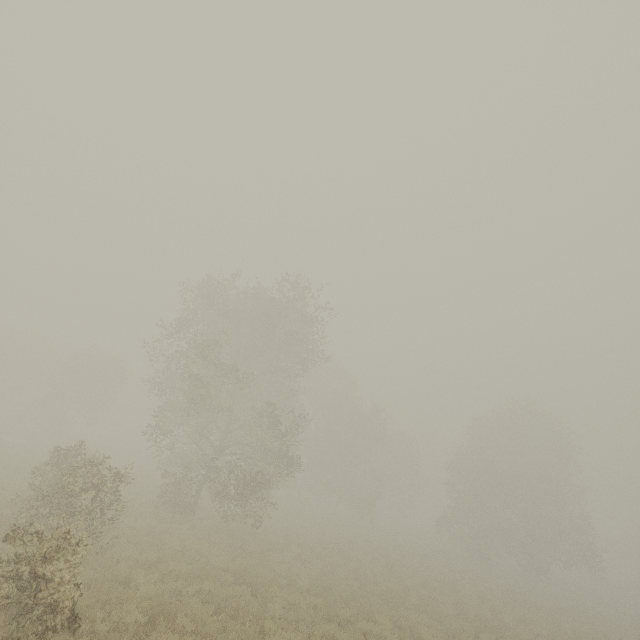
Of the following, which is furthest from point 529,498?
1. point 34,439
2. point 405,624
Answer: point 34,439
